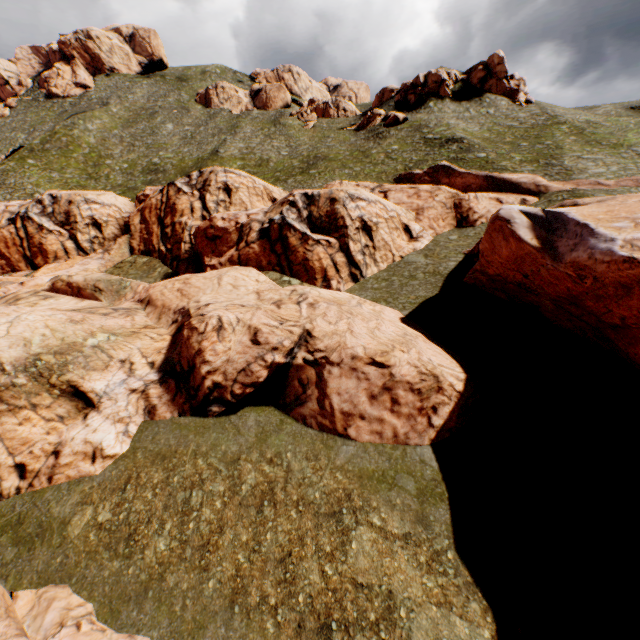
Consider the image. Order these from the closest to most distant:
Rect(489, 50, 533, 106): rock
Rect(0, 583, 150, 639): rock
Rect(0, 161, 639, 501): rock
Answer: Rect(0, 583, 150, 639): rock → Rect(0, 161, 639, 501): rock → Rect(489, 50, 533, 106): rock

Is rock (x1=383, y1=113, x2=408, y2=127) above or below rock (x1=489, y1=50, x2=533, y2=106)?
below

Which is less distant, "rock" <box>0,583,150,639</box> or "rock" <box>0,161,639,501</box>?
"rock" <box>0,583,150,639</box>

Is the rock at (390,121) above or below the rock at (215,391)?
above

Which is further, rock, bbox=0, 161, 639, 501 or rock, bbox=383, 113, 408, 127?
rock, bbox=383, 113, 408, 127

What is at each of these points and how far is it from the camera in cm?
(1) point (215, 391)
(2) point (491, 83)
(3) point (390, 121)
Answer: (1) rock, 1538
(2) rock, 5966
(3) rock, 5819

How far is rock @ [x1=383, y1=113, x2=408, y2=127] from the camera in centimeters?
5772cm

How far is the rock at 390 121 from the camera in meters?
57.7
